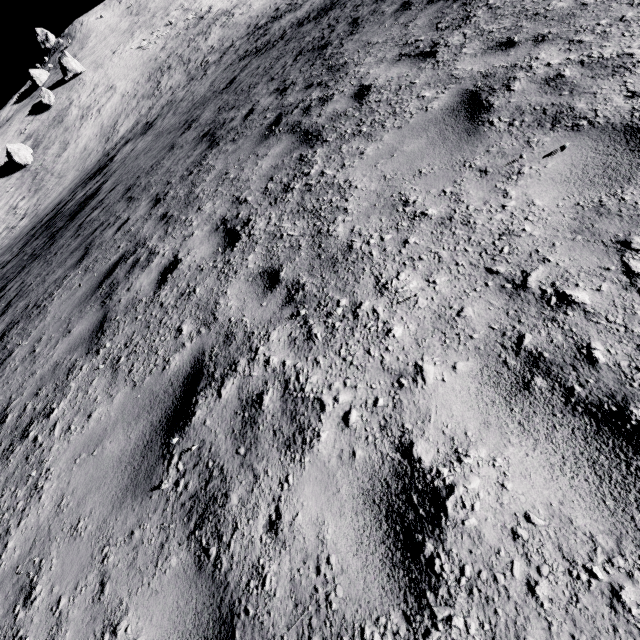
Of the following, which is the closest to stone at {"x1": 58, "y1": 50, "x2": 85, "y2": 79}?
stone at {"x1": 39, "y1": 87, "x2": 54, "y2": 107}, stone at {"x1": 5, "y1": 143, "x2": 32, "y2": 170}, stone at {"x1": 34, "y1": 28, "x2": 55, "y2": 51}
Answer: stone at {"x1": 39, "y1": 87, "x2": 54, "y2": 107}

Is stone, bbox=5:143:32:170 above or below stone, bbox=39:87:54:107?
below

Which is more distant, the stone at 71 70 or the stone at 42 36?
the stone at 42 36

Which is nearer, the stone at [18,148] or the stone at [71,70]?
the stone at [18,148]

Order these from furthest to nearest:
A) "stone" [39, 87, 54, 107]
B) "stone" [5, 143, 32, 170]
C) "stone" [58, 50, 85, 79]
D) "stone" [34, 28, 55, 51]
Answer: "stone" [34, 28, 55, 51] < "stone" [58, 50, 85, 79] < "stone" [39, 87, 54, 107] < "stone" [5, 143, 32, 170]

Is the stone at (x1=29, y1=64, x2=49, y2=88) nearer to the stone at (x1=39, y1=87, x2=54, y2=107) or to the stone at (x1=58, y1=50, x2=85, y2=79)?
the stone at (x1=58, y1=50, x2=85, y2=79)

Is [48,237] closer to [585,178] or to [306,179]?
[306,179]

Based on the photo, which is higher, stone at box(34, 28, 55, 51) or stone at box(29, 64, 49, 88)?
stone at box(34, 28, 55, 51)
